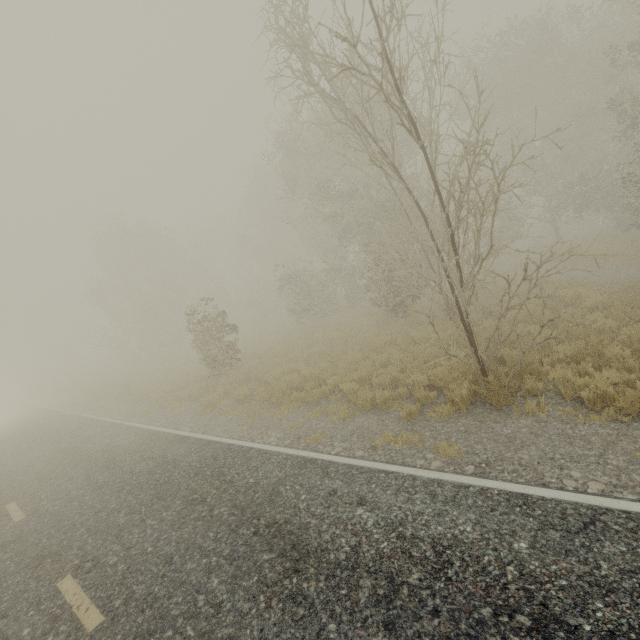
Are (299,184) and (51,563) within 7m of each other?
no
